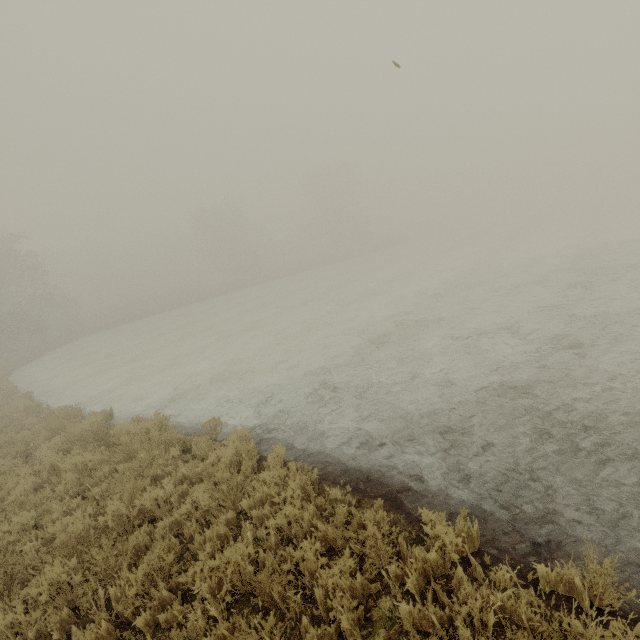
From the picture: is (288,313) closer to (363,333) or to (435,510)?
(363,333)
